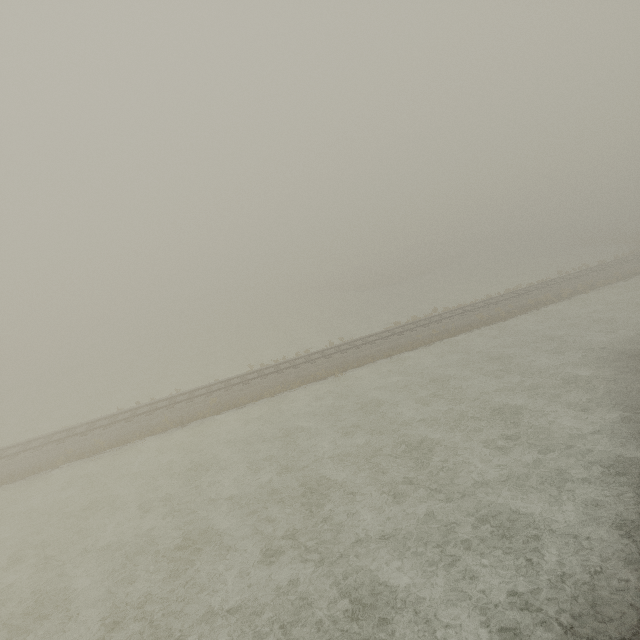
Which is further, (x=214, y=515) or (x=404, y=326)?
(x=404, y=326)
